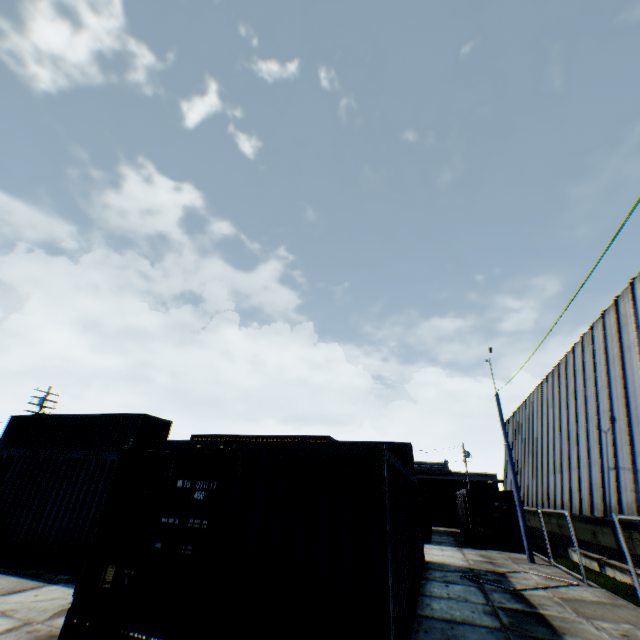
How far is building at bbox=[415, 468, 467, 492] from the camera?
55.78m

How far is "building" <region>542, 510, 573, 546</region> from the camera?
18.4m

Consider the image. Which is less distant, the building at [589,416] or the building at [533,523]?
the building at [589,416]

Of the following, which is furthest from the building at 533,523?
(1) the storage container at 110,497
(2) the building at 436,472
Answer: (2) the building at 436,472

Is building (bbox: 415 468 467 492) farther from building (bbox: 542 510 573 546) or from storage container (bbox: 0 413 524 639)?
storage container (bbox: 0 413 524 639)

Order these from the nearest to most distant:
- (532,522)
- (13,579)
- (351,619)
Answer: (351,619) → (13,579) → (532,522)
